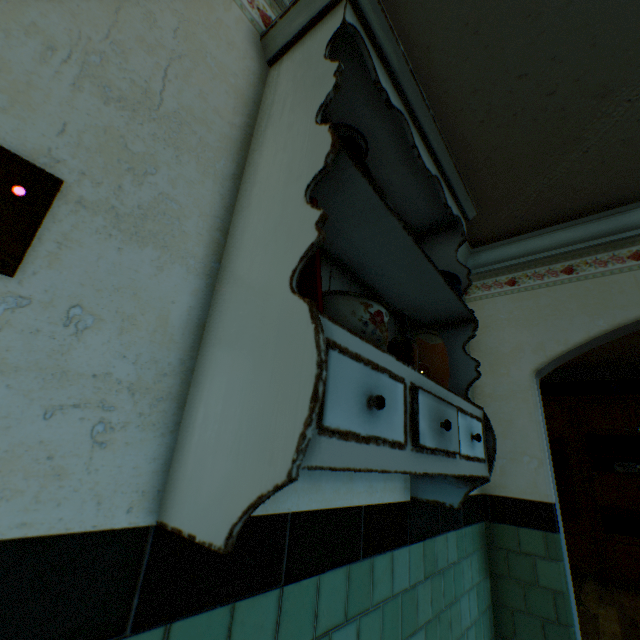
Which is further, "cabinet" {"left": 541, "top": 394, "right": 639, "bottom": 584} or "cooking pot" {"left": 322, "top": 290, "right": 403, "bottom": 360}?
"cabinet" {"left": 541, "top": 394, "right": 639, "bottom": 584}

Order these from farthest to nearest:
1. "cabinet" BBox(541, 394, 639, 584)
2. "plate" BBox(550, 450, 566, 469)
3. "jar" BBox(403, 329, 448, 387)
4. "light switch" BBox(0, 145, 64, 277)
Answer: "plate" BBox(550, 450, 566, 469)
"cabinet" BBox(541, 394, 639, 584)
"jar" BBox(403, 329, 448, 387)
"light switch" BBox(0, 145, 64, 277)

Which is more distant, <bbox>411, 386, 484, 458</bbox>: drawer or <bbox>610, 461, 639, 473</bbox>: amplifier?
<bbox>610, 461, 639, 473</bbox>: amplifier

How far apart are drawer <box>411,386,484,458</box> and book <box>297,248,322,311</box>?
0.1m

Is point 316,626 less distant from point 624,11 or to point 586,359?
point 624,11

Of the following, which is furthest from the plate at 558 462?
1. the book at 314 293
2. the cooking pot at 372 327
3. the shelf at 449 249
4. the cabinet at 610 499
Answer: the book at 314 293

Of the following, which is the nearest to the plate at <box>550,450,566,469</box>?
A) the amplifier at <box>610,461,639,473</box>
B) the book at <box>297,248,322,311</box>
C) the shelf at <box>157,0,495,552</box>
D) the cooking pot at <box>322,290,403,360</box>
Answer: the amplifier at <box>610,461,639,473</box>

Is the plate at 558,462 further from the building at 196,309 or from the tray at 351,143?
the tray at 351,143
